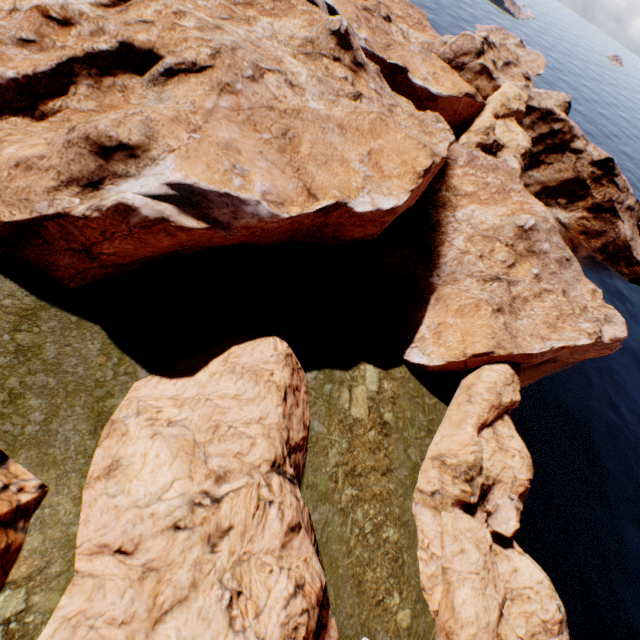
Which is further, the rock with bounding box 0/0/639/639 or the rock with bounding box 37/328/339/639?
the rock with bounding box 0/0/639/639

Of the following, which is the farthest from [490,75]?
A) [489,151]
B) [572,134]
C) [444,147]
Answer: [444,147]

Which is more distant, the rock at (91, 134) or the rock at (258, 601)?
the rock at (91, 134)
